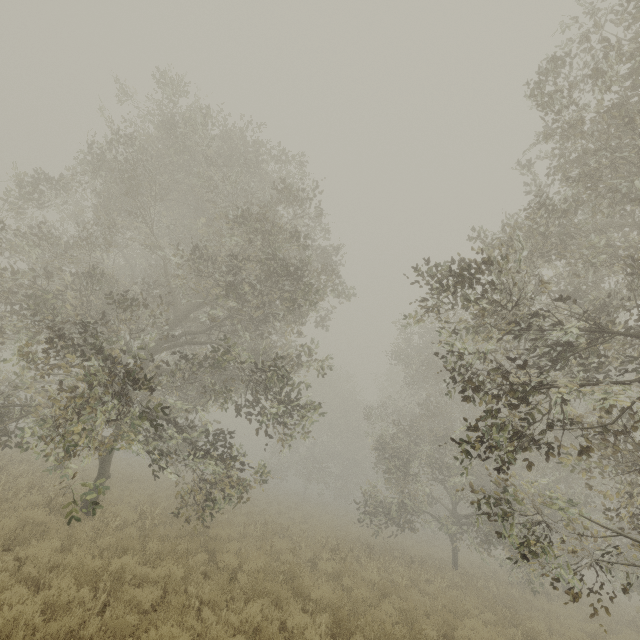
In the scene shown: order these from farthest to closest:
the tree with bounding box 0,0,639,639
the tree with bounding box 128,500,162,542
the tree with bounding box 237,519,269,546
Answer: the tree with bounding box 237,519,269,546 → the tree with bounding box 128,500,162,542 → the tree with bounding box 0,0,639,639

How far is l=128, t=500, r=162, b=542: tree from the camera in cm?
908

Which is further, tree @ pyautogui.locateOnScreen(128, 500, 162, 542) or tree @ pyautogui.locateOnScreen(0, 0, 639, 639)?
tree @ pyautogui.locateOnScreen(128, 500, 162, 542)

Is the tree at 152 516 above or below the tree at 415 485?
below

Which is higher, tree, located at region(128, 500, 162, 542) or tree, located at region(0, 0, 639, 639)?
tree, located at region(0, 0, 639, 639)

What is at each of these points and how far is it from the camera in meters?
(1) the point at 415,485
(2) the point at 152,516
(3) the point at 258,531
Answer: (1) tree, 30.7 m
(2) tree, 10.2 m
(3) tree, 13.1 m
